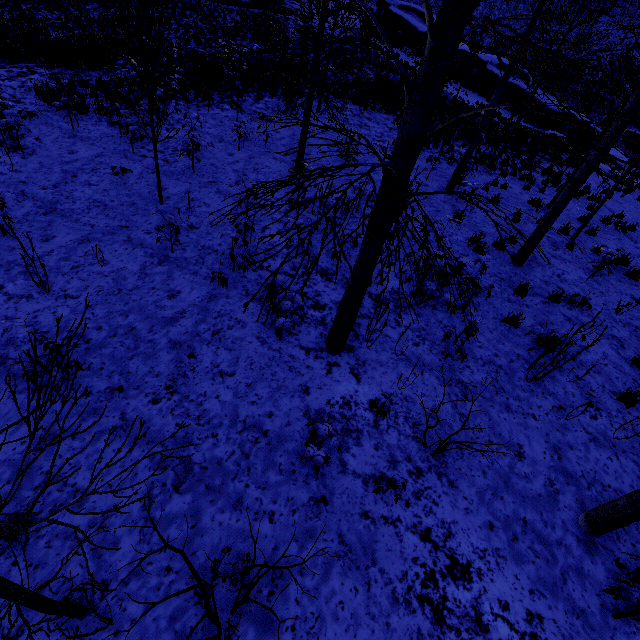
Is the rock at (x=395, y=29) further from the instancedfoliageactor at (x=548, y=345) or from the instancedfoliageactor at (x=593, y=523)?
the instancedfoliageactor at (x=593, y=523)

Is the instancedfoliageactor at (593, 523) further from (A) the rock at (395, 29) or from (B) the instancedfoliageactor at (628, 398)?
(A) the rock at (395, 29)

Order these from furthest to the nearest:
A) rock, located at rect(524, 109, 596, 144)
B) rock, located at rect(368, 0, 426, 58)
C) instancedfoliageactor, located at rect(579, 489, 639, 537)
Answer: rock, located at rect(368, 0, 426, 58) < rock, located at rect(524, 109, 596, 144) < instancedfoliageactor, located at rect(579, 489, 639, 537)

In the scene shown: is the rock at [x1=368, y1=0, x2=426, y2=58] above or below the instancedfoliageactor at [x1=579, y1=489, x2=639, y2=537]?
above

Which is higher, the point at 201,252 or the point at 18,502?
the point at 201,252

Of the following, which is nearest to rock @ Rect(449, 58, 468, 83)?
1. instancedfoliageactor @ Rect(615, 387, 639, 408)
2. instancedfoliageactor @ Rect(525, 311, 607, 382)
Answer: instancedfoliageactor @ Rect(525, 311, 607, 382)

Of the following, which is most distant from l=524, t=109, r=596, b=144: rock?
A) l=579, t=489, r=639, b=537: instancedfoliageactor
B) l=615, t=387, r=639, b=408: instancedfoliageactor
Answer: l=579, t=489, r=639, b=537: instancedfoliageactor
